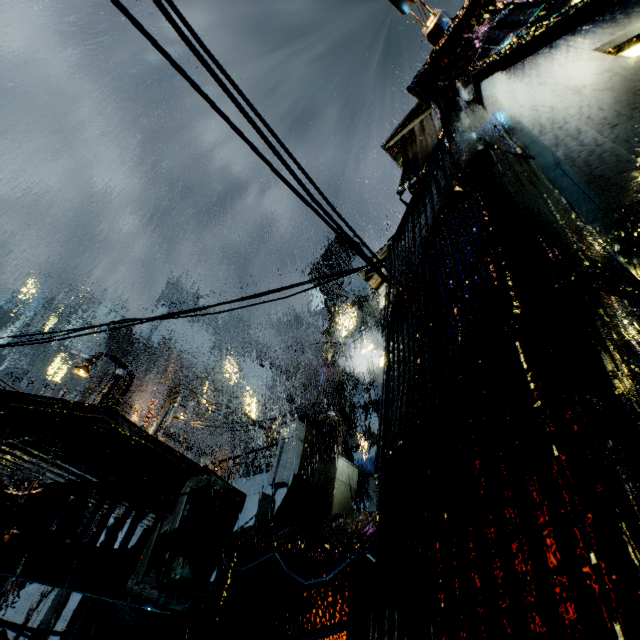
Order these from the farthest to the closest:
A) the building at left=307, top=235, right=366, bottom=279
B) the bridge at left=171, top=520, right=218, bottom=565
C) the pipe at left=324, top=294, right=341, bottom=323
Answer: the building at left=307, top=235, right=366, bottom=279 → the pipe at left=324, top=294, right=341, bottom=323 → the bridge at left=171, top=520, right=218, bottom=565

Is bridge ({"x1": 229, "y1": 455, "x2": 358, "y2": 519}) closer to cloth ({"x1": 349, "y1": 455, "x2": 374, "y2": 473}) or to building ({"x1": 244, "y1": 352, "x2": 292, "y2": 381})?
building ({"x1": 244, "y1": 352, "x2": 292, "y2": 381})

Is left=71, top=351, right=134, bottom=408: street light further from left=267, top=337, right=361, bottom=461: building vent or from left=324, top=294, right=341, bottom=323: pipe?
left=324, top=294, right=341, bottom=323: pipe

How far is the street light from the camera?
15.79m

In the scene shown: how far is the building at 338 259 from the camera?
41.41m

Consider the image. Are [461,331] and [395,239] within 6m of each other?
yes

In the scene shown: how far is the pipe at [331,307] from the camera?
38.3m
